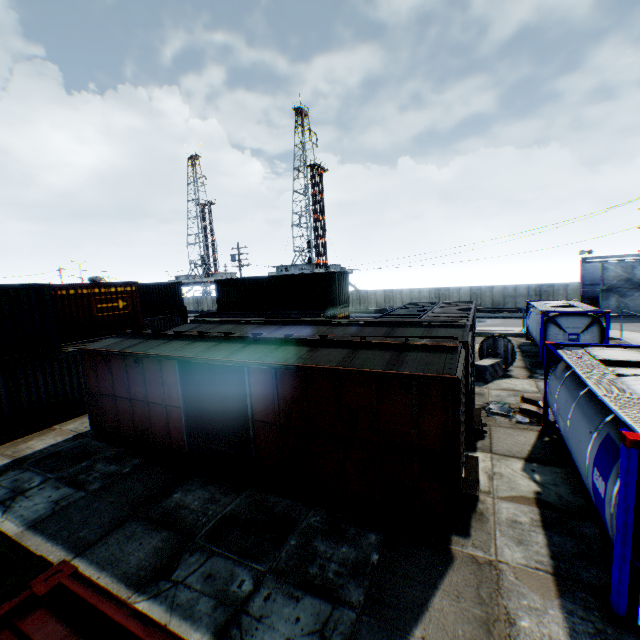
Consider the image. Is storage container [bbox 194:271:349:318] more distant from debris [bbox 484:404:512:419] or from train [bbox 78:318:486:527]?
debris [bbox 484:404:512:419]

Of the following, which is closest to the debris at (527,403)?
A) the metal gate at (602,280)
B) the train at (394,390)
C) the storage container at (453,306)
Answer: the train at (394,390)

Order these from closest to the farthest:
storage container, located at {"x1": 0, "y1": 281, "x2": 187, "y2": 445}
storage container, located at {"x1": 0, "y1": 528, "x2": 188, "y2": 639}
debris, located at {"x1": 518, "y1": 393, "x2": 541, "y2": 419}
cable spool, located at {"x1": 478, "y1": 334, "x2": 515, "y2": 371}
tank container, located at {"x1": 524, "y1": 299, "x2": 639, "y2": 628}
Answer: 1. storage container, located at {"x1": 0, "y1": 528, "x2": 188, "y2": 639}
2. tank container, located at {"x1": 524, "y1": 299, "x2": 639, "y2": 628}
3. debris, located at {"x1": 518, "y1": 393, "x2": 541, "y2": 419}
4. storage container, located at {"x1": 0, "y1": 281, "x2": 187, "y2": 445}
5. cable spool, located at {"x1": 478, "y1": 334, "x2": 515, "y2": 371}

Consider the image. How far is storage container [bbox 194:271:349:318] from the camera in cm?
2441

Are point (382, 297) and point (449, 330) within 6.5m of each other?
no

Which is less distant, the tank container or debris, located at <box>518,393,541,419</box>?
the tank container

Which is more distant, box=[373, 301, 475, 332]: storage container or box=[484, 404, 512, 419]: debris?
box=[373, 301, 475, 332]: storage container

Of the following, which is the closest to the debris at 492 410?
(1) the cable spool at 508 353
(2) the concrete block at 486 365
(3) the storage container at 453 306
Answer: (3) the storage container at 453 306
